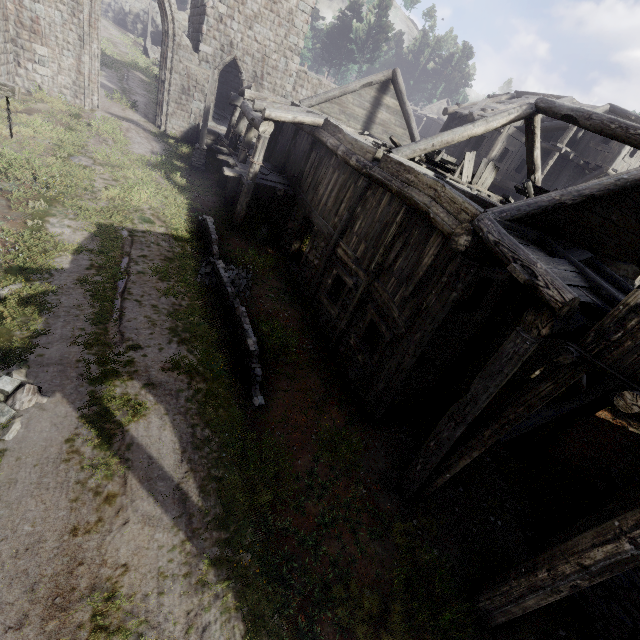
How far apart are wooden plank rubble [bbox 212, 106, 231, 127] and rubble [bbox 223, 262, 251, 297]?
15.3m

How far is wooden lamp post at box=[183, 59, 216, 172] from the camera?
15.76m

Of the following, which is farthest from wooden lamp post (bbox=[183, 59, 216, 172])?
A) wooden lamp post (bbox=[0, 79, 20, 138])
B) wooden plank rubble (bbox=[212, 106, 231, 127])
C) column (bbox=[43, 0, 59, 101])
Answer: wooden lamp post (bbox=[0, 79, 20, 138])

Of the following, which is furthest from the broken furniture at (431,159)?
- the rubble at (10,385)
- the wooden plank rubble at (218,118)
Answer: the wooden plank rubble at (218,118)

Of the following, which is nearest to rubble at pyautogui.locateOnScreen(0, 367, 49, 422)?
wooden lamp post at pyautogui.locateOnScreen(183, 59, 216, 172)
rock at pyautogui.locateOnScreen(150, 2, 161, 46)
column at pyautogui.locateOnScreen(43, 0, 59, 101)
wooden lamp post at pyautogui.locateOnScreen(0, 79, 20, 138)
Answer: wooden lamp post at pyautogui.locateOnScreen(0, 79, 20, 138)

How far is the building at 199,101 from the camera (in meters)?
19.84

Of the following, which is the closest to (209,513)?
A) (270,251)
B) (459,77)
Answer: (270,251)

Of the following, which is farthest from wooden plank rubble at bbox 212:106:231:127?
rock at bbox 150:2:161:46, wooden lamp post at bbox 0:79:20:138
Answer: rock at bbox 150:2:161:46
